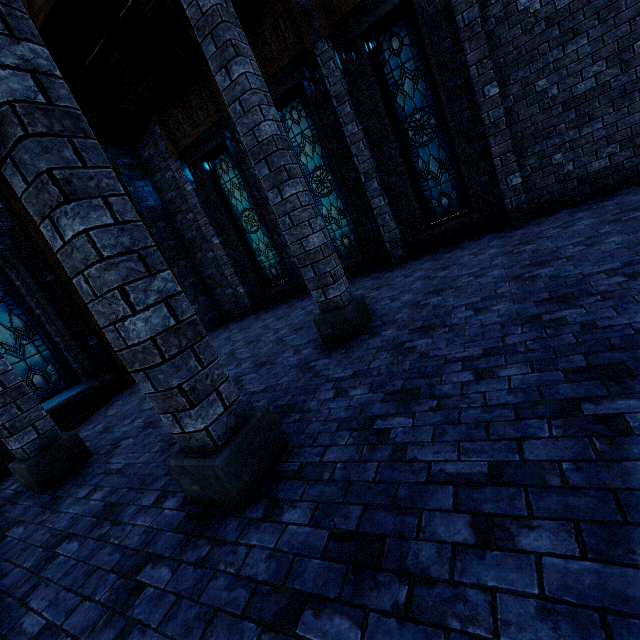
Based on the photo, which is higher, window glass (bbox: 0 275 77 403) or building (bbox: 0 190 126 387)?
building (bbox: 0 190 126 387)

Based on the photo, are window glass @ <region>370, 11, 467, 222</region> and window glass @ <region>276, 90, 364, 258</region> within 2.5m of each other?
yes

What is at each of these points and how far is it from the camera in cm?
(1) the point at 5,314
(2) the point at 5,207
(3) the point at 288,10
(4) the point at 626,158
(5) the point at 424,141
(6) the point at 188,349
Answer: (1) window glass, 782
(2) building, 789
(3) building, 777
(4) building, 653
(5) window glass, 816
(6) pillar, 251

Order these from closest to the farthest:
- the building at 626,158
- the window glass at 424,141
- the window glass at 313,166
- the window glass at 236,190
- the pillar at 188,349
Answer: the pillar at 188,349 < the building at 626,158 < the window glass at 424,141 < the window glass at 313,166 < the window glass at 236,190

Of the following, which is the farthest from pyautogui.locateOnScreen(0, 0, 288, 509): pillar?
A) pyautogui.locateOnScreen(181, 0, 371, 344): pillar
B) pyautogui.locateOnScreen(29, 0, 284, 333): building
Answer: pyautogui.locateOnScreen(181, 0, 371, 344): pillar

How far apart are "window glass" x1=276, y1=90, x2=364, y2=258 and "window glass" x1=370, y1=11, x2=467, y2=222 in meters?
1.8 m

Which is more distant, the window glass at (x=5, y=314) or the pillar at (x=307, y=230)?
the window glass at (x=5, y=314)

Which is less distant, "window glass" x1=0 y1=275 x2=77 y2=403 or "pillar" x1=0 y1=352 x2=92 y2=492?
"pillar" x1=0 y1=352 x2=92 y2=492
